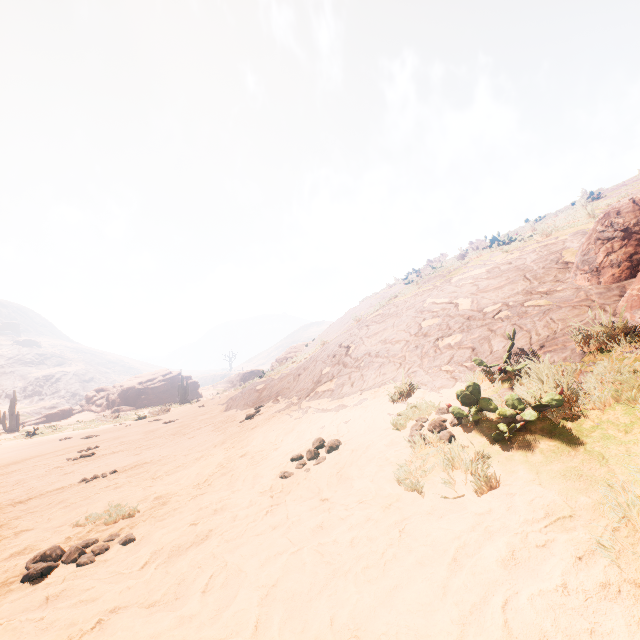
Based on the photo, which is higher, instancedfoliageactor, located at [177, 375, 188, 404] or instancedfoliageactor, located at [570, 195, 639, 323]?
instancedfoliageactor, located at [570, 195, 639, 323]

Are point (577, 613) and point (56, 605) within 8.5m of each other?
yes

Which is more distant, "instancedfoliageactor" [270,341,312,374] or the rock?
the rock

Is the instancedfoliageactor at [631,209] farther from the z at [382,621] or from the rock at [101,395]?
the rock at [101,395]

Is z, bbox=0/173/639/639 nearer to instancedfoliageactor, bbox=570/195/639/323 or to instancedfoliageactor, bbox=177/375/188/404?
instancedfoliageactor, bbox=570/195/639/323

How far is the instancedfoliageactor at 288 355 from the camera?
16.18m

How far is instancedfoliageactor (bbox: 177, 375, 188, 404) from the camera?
32.3m
